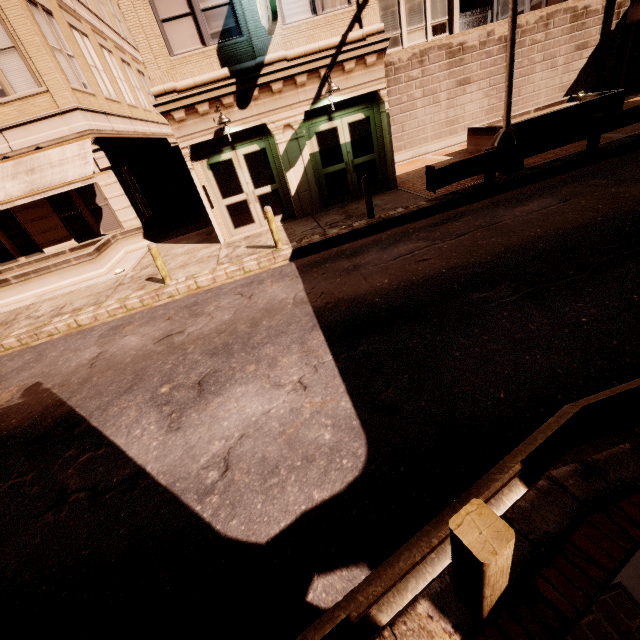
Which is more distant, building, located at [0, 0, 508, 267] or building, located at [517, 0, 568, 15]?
building, located at [517, 0, 568, 15]

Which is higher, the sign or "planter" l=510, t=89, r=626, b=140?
the sign

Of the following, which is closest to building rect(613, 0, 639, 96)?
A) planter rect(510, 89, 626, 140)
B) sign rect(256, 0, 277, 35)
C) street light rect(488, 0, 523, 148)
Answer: sign rect(256, 0, 277, 35)

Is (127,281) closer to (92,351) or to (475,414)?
(92,351)

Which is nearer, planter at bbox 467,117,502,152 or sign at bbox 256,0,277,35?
Answer: sign at bbox 256,0,277,35

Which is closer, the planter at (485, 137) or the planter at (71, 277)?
the planter at (71, 277)

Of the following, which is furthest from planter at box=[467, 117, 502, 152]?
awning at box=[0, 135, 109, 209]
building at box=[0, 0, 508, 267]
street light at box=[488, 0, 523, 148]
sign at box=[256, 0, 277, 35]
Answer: awning at box=[0, 135, 109, 209]

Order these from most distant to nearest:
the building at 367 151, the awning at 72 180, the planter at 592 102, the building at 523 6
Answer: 1. the building at 523 6
2. the planter at 592 102
3. the awning at 72 180
4. the building at 367 151
